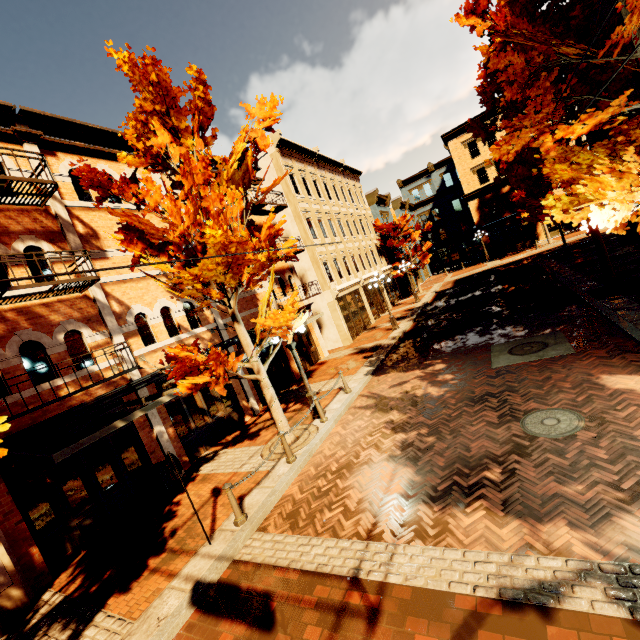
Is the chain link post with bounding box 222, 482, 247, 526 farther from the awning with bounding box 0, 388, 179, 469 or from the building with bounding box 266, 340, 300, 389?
the building with bounding box 266, 340, 300, 389

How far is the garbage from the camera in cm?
901

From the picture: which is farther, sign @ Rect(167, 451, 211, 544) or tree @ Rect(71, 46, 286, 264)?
tree @ Rect(71, 46, 286, 264)

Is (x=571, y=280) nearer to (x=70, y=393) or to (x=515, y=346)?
(x=515, y=346)

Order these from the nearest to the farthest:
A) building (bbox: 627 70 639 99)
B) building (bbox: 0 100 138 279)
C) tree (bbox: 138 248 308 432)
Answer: tree (bbox: 138 248 308 432)
building (bbox: 0 100 138 279)
building (bbox: 627 70 639 99)

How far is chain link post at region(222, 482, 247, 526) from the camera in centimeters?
655cm

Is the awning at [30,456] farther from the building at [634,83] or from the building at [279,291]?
the building at [634,83]

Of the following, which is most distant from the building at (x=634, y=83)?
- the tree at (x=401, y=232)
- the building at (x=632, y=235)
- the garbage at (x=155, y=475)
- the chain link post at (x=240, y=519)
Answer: the building at (x=632, y=235)
